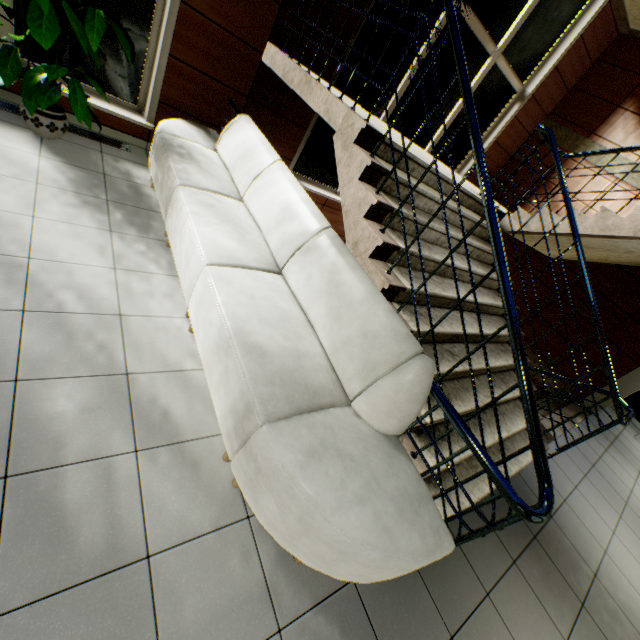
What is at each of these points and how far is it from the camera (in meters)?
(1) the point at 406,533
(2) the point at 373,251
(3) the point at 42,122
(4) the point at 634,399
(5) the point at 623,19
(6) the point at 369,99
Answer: (1) sofa, 1.50
(2) stairs, 2.49
(3) flower pot, 3.04
(4) doorway, 7.03
(5) stairs, 5.61
(6) flower pot, 4.28

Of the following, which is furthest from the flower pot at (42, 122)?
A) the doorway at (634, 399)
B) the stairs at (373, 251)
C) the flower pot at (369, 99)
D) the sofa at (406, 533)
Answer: the doorway at (634, 399)

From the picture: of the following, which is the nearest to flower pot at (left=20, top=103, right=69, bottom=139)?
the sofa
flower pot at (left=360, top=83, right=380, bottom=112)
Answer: the sofa

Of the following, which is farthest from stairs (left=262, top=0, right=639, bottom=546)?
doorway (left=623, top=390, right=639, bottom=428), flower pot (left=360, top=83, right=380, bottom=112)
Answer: doorway (left=623, top=390, right=639, bottom=428)

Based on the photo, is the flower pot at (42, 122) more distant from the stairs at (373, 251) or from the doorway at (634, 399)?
the doorway at (634, 399)

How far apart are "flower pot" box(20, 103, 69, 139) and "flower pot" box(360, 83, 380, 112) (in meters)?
3.46

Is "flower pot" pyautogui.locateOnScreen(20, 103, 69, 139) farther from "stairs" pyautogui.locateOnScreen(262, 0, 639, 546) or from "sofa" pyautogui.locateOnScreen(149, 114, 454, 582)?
"stairs" pyautogui.locateOnScreen(262, 0, 639, 546)
